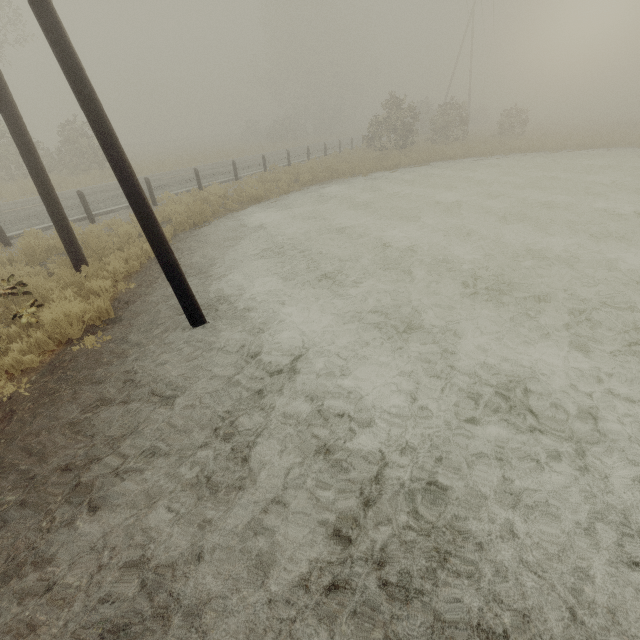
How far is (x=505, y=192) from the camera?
13.27m

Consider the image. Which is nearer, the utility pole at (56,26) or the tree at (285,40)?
the utility pole at (56,26)

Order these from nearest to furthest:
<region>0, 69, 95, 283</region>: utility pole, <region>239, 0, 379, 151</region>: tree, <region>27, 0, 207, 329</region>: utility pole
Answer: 1. <region>27, 0, 207, 329</region>: utility pole
2. <region>0, 69, 95, 283</region>: utility pole
3. <region>239, 0, 379, 151</region>: tree

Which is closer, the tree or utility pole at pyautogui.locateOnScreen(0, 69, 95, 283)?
utility pole at pyautogui.locateOnScreen(0, 69, 95, 283)

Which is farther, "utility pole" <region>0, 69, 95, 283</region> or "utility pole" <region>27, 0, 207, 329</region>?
"utility pole" <region>0, 69, 95, 283</region>

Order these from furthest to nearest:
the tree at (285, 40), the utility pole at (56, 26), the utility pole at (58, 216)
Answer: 1. the tree at (285, 40)
2. the utility pole at (58, 216)
3. the utility pole at (56, 26)
